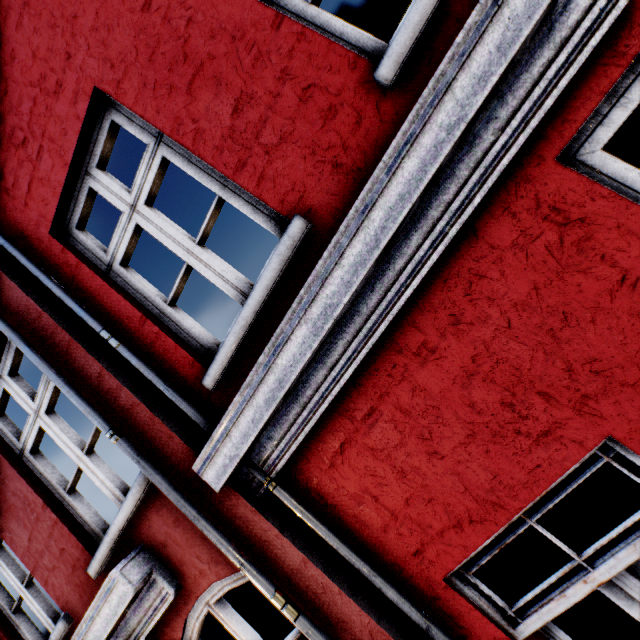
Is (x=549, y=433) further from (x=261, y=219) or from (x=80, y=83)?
(x=80, y=83)
